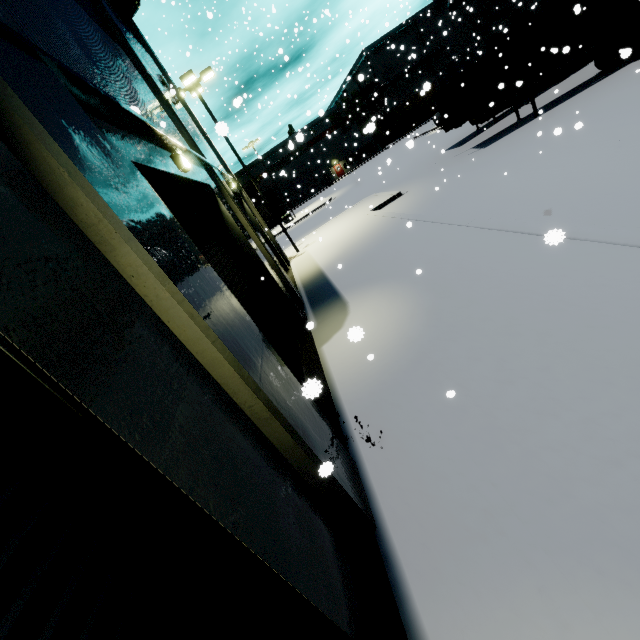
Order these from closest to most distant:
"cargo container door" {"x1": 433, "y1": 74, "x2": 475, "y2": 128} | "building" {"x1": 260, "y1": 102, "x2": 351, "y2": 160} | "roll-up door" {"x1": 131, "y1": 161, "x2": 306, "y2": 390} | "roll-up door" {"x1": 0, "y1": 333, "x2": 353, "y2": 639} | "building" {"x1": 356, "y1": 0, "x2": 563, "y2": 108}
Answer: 1. "roll-up door" {"x1": 0, "y1": 333, "x2": 353, "y2": 639}
2. "roll-up door" {"x1": 131, "y1": 161, "x2": 306, "y2": 390}
3. "building" {"x1": 260, "y1": 102, "x2": 351, "y2": 160}
4. "cargo container door" {"x1": 433, "y1": 74, "x2": 475, "y2": 128}
5. "building" {"x1": 356, "y1": 0, "x2": 563, "y2": 108}

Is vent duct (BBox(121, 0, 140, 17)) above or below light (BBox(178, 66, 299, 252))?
above

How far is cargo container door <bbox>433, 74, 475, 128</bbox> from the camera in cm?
1556

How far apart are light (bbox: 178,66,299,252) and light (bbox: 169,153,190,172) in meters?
12.5

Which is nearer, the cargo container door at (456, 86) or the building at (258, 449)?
the building at (258, 449)

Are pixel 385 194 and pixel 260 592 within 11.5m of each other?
no

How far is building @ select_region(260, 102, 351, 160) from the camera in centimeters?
1366cm

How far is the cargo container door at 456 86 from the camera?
15.6m
